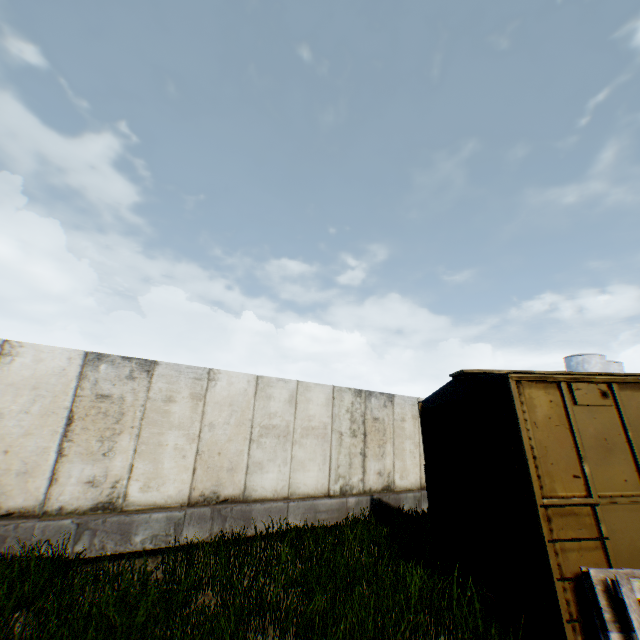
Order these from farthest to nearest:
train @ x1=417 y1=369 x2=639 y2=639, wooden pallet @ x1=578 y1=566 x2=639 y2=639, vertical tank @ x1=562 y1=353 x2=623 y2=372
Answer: vertical tank @ x1=562 y1=353 x2=623 y2=372, train @ x1=417 y1=369 x2=639 y2=639, wooden pallet @ x1=578 y1=566 x2=639 y2=639

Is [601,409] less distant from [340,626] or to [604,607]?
[604,607]

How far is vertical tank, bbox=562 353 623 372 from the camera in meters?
38.1

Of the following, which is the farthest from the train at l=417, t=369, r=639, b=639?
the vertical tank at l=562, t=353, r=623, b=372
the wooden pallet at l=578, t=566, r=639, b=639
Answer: the vertical tank at l=562, t=353, r=623, b=372

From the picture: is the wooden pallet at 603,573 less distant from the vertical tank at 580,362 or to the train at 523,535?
the train at 523,535

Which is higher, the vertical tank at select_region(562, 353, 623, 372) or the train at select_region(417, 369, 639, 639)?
the vertical tank at select_region(562, 353, 623, 372)

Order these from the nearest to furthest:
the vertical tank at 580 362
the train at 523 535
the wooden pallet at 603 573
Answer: the wooden pallet at 603 573
the train at 523 535
the vertical tank at 580 362
